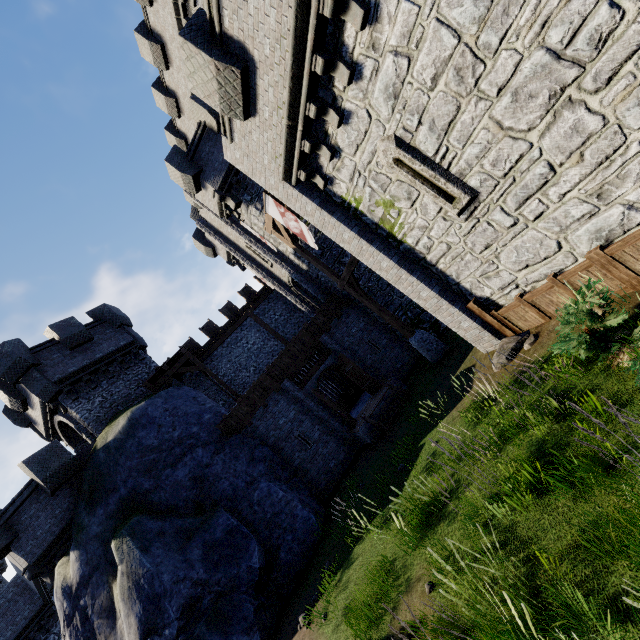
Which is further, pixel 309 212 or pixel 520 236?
pixel 309 212

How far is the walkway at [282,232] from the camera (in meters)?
14.18

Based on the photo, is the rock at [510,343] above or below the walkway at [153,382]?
below

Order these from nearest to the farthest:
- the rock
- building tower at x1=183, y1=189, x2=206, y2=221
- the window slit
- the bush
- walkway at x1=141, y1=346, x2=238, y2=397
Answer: the bush, the window slit, the rock, walkway at x1=141, y1=346, x2=238, y2=397, building tower at x1=183, y1=189, x2=206, y2=221

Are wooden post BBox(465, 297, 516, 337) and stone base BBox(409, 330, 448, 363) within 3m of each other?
no

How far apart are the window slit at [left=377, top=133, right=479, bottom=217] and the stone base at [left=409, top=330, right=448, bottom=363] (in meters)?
6.74

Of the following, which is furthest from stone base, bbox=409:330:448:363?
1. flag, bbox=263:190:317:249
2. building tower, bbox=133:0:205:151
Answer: building tower, bbox=133:0:205:151

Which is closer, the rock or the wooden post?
the rock
